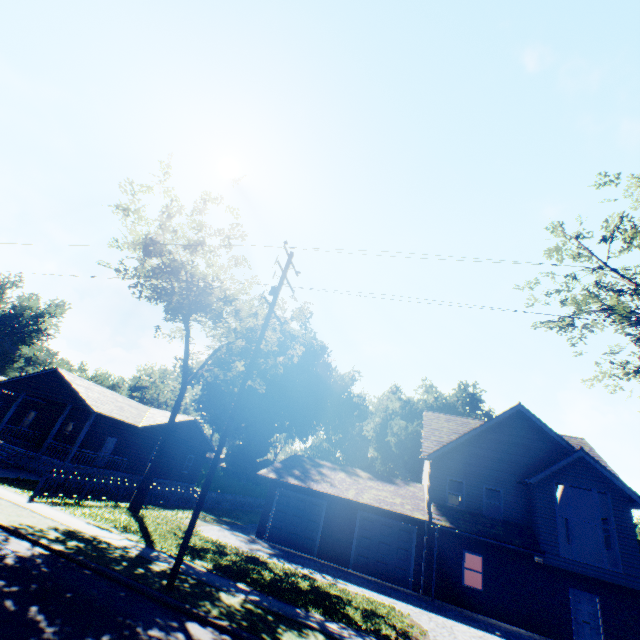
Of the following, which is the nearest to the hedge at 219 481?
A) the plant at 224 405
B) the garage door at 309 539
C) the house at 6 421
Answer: the plant at 224 405

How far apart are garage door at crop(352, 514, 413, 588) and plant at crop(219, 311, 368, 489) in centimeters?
3026cm

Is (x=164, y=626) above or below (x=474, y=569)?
below

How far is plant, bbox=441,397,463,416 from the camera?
54.75m

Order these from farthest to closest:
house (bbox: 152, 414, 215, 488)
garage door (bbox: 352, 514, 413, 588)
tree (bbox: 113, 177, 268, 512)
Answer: house (bbox: 152, 414, 215, 488)
tree (bbox: 113, 177, 268, 512)
garage door (bbox: 352, 514, 413, 588)

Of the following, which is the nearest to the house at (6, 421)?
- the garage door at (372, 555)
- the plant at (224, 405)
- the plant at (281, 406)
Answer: the plant at (224, 405)

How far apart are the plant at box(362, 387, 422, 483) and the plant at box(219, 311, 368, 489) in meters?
17.0 m

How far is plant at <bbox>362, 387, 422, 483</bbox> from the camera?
49.27m
